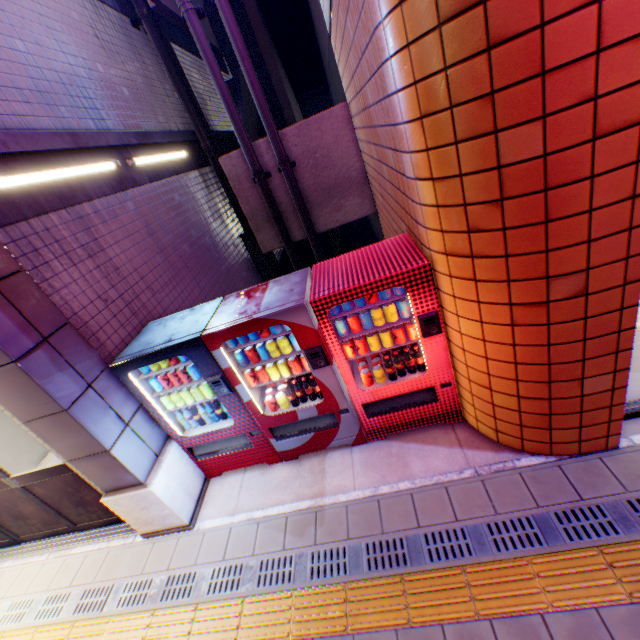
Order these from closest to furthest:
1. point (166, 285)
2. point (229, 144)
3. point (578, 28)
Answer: point (578, 28)
point (166, 285)
point (229, 144)

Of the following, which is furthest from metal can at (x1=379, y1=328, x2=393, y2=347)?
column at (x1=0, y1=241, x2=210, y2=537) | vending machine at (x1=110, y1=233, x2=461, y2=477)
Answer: column at (x1=0, y1=241, x2=210, y2=537)

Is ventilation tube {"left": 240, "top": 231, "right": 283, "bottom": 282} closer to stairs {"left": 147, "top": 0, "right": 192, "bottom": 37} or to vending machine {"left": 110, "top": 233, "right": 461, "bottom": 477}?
stairs {"left": 147, "top": 0, "right": 192, "bottom": 37}

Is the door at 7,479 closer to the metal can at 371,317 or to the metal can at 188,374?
the metal can at 188,374

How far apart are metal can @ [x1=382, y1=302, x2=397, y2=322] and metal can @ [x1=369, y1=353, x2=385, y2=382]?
0.48m

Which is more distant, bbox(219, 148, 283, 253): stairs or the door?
bbox(219, 148, 283, 253): stairs

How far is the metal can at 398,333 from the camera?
→ 3.25m

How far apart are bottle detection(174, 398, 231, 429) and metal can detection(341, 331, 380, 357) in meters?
1.5
